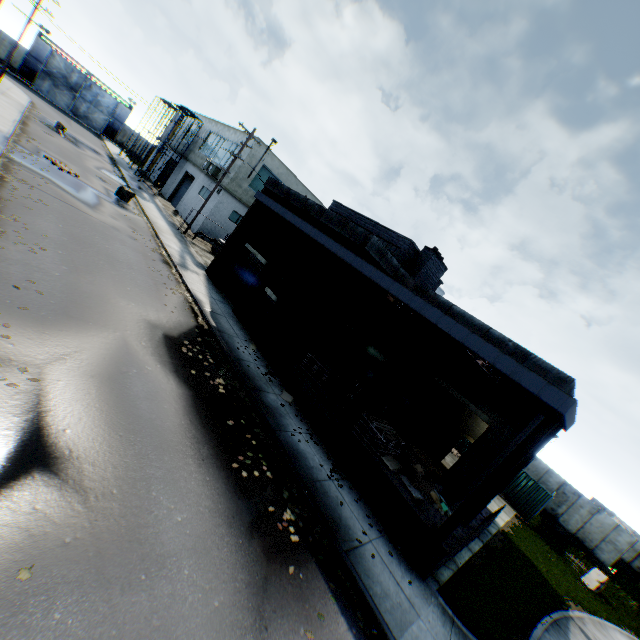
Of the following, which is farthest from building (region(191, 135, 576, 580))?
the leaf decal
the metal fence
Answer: the metal fence

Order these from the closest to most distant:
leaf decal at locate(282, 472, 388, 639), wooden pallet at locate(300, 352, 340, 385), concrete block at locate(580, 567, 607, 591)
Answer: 1. leaf decal at locate(282, 472, 388, 639)
2. wooden pallet at locate(300, 352, 340, 385)
3. concrete block at locate(580, 567, 607, 591)

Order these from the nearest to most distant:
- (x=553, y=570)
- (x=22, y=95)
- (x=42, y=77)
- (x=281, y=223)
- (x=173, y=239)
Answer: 1. (x=553, y=570)
2. (x=281, y=223)
3. (x=173, y=239)
4. (x=22, y=95)
5. (x=42, y=77)

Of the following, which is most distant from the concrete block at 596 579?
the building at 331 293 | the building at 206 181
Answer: the building at 206 181

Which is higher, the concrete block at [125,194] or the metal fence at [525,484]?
A: the metal fence at [525,484]

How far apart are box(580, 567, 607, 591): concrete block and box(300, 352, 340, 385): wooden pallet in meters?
19.6

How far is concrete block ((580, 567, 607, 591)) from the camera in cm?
1812

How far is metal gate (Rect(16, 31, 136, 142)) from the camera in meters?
40.6 m
